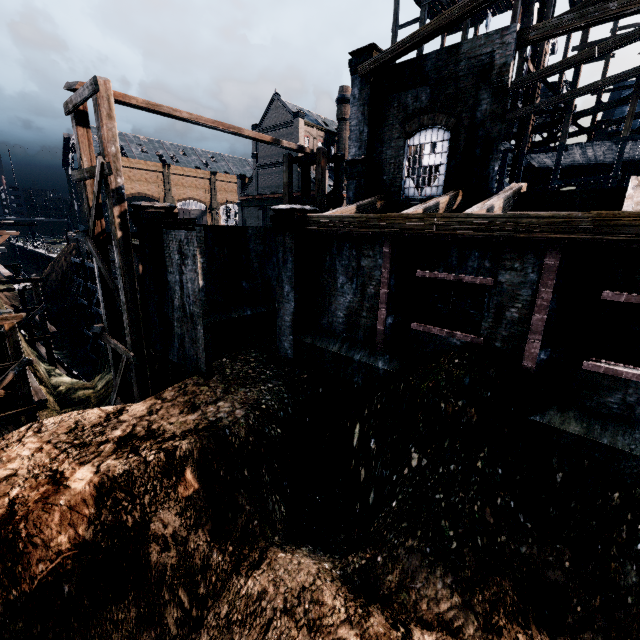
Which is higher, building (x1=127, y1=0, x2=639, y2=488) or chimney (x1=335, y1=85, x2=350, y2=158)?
chimney (x1=335, y1=85, x2=350, y2=158)

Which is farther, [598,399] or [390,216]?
[390,216]

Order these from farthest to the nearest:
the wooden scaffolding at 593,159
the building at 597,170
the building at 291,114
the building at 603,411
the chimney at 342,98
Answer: the chimney at 342,98
the building at 291,114
the building at 597,170
the wooden scaffolding at 593,159
the building at 603,411

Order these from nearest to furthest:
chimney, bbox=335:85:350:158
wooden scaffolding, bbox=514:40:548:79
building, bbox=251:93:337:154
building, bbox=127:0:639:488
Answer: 1. building, bbox=127:0:639:488
2. wooden scaffolding, bbox=514:40:548:79
3. building, bbox=251:93:337:154
4. chimney, bbox=335:85:350:158

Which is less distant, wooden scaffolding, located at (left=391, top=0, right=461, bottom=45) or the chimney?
wooden scaffolding, located at (left=391, top=0, right=461, bottom=45)

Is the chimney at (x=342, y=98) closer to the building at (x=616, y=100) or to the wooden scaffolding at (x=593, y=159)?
the building at (x=616, y=100)

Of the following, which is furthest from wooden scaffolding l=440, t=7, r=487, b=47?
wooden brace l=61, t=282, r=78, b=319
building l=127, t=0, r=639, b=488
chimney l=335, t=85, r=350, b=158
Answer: wooden brace l=61, t=282, r=78, b=319

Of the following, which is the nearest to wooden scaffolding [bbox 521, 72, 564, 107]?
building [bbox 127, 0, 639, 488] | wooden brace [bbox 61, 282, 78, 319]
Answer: building [bbox 127, 0, 639, 488]
